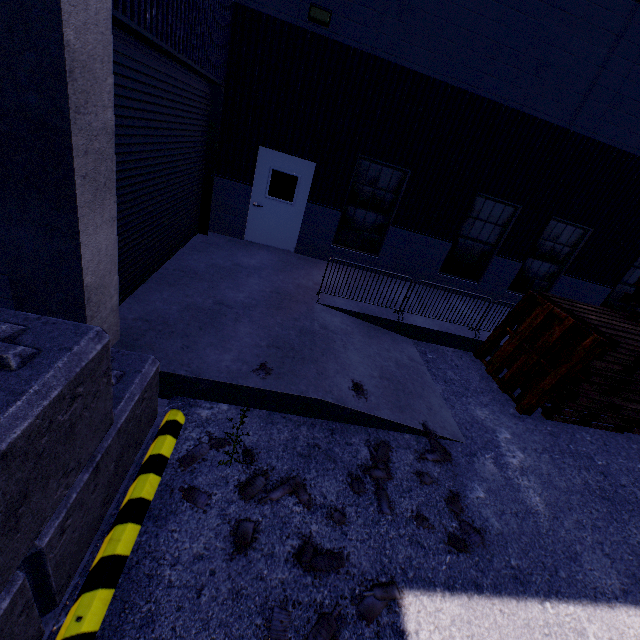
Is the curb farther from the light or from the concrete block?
the light

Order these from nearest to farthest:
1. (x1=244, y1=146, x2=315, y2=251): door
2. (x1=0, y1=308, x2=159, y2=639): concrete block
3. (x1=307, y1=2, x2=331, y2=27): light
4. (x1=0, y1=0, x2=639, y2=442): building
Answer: (x1=0, y1=308, x2=159, y2=639): concrete block → (x1=0, y1=0, x2=639, y2=442): building → (x1=307, y1=2, x2=331, y2=27): light → (x1=244, y1=146, x2=315, y2=251): door

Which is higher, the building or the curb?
the building

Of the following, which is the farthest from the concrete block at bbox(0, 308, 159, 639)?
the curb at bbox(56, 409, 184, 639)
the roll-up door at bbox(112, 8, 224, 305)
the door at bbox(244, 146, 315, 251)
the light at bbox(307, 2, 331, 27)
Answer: the light at bbox(307, 2, 331, 27)

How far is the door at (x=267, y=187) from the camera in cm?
841

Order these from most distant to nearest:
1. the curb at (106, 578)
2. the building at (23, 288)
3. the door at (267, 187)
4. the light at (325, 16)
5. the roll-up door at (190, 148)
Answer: the door at (267, 187), the light at (325, 16), the roll-up door at (190, 148), the building at (23, 288), the curb at (106, 578)

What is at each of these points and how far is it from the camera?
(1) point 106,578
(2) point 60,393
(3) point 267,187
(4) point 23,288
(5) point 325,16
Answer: (1) curb, 2.4 meters
(2) concrete block, 1.8 meters
(3) door, 8.7 meters
(4) building, 3.2 meters
(5) light, 6.8 meters

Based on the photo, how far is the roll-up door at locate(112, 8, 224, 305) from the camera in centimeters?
395cm
